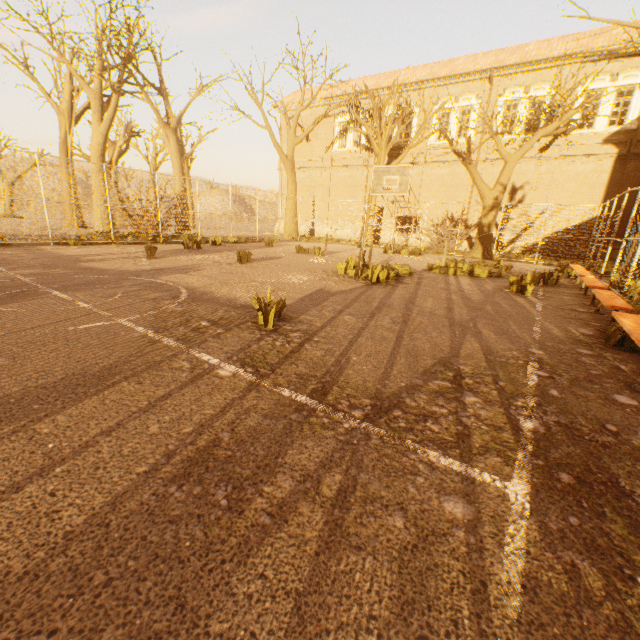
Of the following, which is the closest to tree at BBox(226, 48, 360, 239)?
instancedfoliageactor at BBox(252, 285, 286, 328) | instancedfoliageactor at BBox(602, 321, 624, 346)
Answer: instancedfoliageactor at BBox(602, 321, 624, 346)

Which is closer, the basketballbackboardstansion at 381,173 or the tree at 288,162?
the basketballbackboardstansion at 381,173

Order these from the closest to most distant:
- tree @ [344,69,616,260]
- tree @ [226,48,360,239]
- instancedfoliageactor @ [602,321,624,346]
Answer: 1. instancedfoliageactor @ [602,321,624,346]
2. tree @ [344,69,616,260]
3. tree @ [226,48,360,239]

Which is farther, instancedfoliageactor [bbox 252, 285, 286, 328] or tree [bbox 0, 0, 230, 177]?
tree [bbox 0, 0, 230, 177]

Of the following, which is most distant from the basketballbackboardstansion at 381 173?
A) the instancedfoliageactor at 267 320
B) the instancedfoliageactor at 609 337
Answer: the instancedfoliageactor at 267 320

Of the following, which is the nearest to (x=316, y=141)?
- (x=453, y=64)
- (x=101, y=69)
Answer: (x=453, y=64)

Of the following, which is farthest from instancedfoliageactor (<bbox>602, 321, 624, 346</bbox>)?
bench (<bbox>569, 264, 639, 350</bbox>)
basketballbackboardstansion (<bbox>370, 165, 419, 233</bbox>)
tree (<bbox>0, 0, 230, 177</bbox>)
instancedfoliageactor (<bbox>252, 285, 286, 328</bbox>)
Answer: basketballbackboardstansion (<bbox>370, 165, 419, 233</bbox>)

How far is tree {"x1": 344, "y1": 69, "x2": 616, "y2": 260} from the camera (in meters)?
15.03
